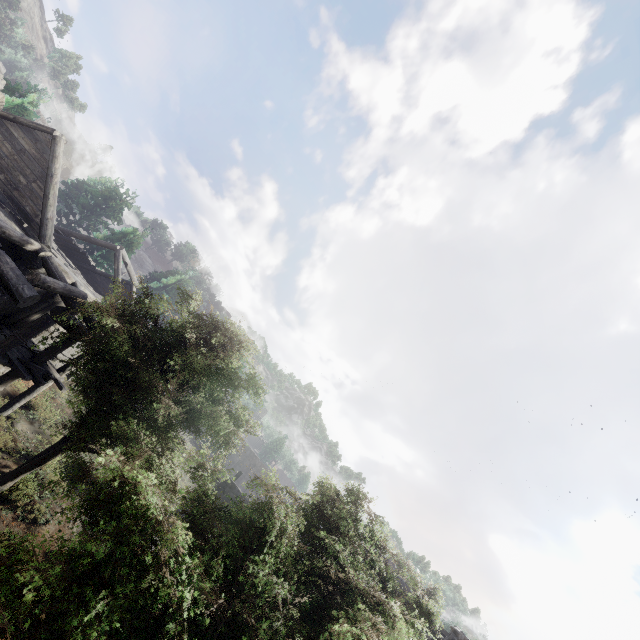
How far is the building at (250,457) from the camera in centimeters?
1878cm

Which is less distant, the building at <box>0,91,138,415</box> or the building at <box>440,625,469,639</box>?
the building at <box>0,91,138,415</box>

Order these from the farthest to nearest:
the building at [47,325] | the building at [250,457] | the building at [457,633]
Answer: the building at [250,457], the building at [457,633], the building at [47,325]

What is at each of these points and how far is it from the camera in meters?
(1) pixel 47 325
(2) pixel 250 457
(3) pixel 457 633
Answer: (1) building, 11.3 m
(2) building, 46.5 m
(3) building, 14.8 m

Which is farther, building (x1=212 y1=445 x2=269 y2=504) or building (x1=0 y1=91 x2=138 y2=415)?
building (x1=212 y1=445 x2=269 y2=504)

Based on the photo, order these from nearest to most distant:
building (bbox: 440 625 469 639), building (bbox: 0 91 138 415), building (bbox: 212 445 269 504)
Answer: building (bbox: 0 91 138 415) < building (bbox: 440 625 469 639) < building (bbox: 212 445 269 504)

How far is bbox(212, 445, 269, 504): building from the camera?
18.78m

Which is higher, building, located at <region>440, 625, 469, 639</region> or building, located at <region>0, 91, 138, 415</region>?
building, located at <region>440, 625, 469, 639</region>
